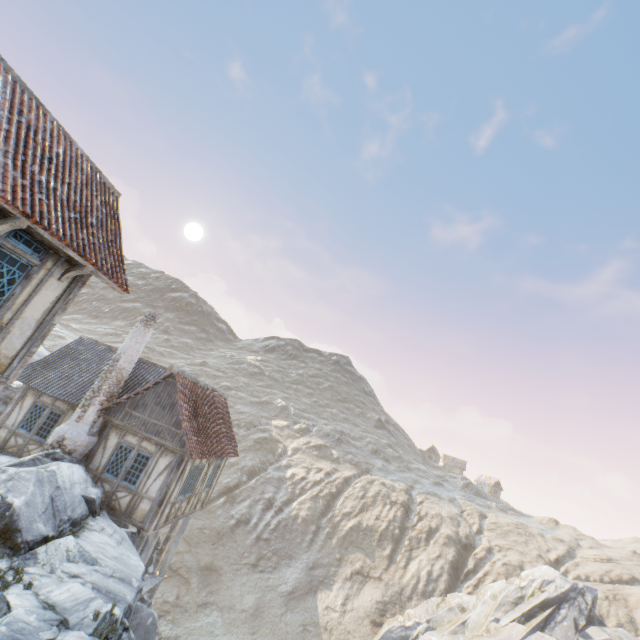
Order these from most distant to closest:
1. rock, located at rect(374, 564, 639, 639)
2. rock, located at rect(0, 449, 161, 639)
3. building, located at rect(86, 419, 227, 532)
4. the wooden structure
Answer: rock, located at rect(374, 564, 639, 639) → building, located at rect(86, 419, 227, 532) → rock, located at rect(0, 449, 161, 639) → the wooden structure

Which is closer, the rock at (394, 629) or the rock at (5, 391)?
the rock at (5, 391)

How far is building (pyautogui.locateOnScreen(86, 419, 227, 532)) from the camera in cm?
1275

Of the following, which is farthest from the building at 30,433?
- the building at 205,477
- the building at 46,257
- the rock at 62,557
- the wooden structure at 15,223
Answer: the wooden structure at 15,223

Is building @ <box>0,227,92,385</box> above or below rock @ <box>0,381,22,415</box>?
above

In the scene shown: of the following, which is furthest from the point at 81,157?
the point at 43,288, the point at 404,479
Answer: the point at 404,479

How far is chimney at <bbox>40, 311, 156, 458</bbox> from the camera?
13.0 meters

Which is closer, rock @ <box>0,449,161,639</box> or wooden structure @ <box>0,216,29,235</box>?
wooden structure @ <box>0,216,29,235</box>
